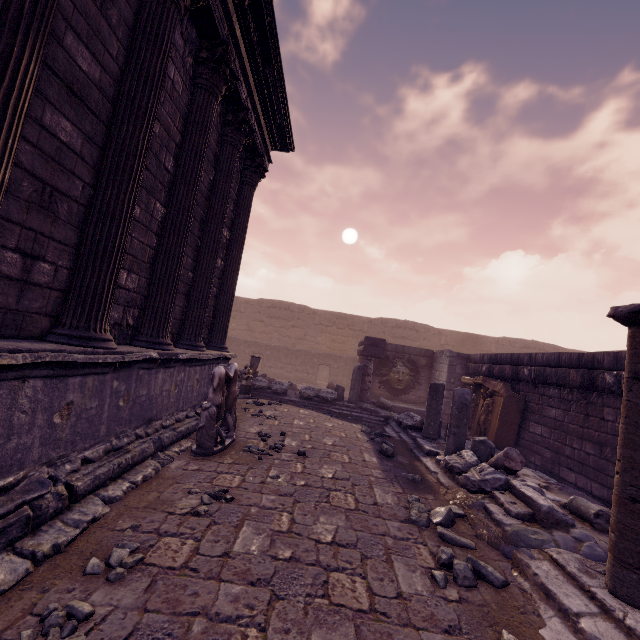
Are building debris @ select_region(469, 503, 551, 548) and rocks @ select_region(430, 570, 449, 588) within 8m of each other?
yes

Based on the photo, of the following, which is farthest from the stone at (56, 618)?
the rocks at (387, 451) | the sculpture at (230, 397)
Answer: the rocks at (387, 451)

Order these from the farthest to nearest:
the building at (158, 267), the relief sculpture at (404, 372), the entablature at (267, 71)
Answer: the relief sculpture at (404, 372) < the entablature at (267, 71) < the building at (158, 267)

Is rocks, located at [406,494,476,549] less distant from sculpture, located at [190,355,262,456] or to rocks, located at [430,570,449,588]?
rocks, located at [430,570,449,588]

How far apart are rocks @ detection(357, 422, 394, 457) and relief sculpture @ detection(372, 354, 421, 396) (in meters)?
6.04

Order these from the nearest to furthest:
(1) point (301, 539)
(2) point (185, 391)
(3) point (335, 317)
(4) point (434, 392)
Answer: (1) point (301, 539), (2) point (185, 391), (4) point (434, 392), (3) point (335, 317)

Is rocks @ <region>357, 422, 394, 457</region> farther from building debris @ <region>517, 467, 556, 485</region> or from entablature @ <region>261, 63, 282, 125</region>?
entablature @ <region>261, 63, 282, 125</region>

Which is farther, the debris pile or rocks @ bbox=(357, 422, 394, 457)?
rocks @ bbox=(357, 422, 394, 457)
